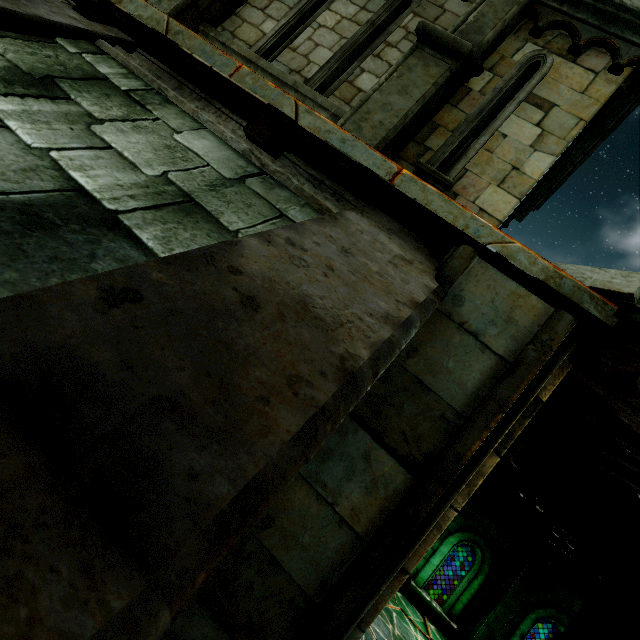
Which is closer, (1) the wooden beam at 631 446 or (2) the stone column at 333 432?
(2) the stone column at 333 432

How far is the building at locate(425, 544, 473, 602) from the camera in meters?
15.1

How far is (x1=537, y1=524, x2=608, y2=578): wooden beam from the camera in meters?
6.5

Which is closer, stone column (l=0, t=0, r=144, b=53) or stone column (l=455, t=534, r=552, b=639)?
stone column (l=0, t=0, r=144, b=53)

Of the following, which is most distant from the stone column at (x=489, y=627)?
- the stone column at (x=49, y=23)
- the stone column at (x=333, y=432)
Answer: the stone column at (x=49, y=23)

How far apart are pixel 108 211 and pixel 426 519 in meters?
1.9

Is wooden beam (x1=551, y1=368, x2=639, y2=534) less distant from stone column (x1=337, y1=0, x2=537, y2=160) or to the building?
stone column (x1=337, y1=0, x2=537, y2=160)

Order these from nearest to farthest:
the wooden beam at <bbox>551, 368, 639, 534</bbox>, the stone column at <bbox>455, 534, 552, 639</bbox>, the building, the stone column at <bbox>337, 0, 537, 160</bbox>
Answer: the wooden beam at <bbox>551, 368, 639, 534</bbox> → the stone column at <bbox>337, 0, 537, 160</bbox> → the stone column at <bbox>455, 534, 552, 639</bbox> → the building
